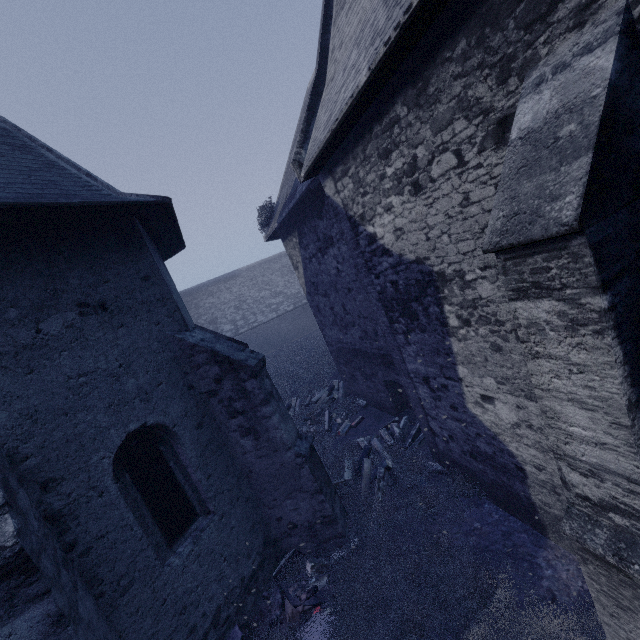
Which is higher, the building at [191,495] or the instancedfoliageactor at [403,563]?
the building at [191,495]

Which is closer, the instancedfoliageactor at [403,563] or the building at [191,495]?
the building at [191,495]

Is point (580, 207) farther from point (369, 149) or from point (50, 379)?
point (50, 379)

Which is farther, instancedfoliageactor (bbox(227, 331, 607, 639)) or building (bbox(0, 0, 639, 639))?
instancedfoliageactor (bbox(227, 331, 607, 639))

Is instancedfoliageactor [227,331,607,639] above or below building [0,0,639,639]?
below
